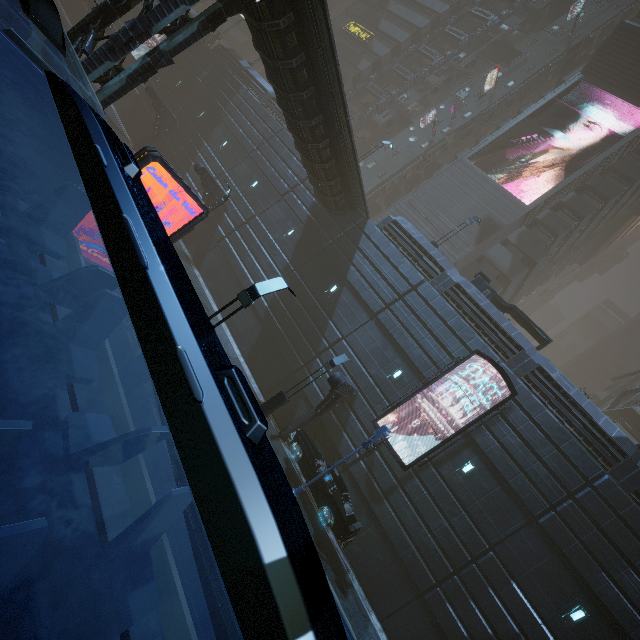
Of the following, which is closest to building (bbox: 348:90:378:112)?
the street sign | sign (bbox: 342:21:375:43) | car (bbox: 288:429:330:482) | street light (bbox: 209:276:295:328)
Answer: sign (bbox: 342:21:375:43)

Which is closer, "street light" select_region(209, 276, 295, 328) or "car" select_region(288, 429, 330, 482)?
"street light" select_region(209, 276, 295, 328)

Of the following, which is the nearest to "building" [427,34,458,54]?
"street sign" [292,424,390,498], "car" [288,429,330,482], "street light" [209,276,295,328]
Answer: "car" [288,429,330,482]

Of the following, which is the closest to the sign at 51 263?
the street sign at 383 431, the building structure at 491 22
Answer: the street sign at 383 431

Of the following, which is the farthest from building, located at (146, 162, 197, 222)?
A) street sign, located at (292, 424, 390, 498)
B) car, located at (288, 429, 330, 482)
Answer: street sign, located at (292, 424, 390, 498)

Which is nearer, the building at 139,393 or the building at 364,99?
the building at 139,393

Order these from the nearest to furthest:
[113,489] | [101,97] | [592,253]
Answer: [113,489] < [101,97] < [592,253]
